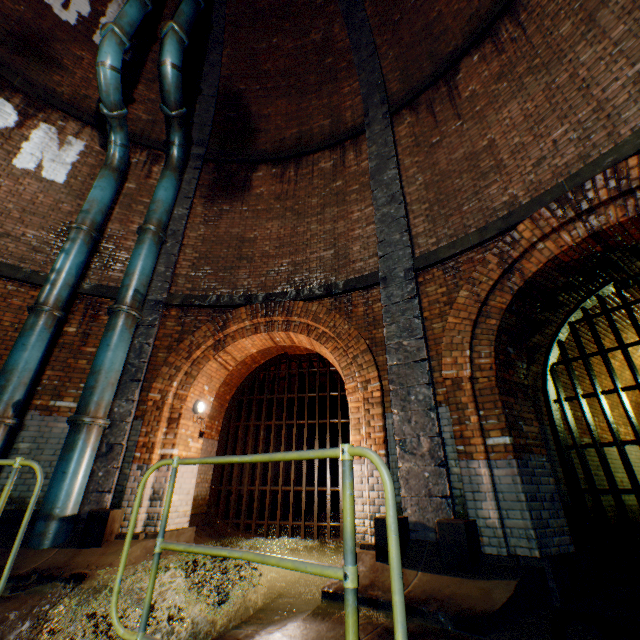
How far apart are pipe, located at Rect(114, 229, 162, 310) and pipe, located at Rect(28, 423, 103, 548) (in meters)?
2.23

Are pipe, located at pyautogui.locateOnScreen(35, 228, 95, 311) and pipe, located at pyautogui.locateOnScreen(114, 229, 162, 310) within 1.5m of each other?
yes

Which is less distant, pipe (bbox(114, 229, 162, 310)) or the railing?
the railing

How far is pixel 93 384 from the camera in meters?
5.6

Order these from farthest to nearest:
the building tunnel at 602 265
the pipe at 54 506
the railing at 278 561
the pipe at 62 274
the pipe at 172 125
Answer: the pipe at 172 125
the pipe at 62 274
the pipe at 54 506
the building tunnel at 602 265
the railing at 278 561

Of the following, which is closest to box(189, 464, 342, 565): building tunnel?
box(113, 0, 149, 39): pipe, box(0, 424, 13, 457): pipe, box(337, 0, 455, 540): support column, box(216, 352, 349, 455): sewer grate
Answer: box(216, 352, 349, 455): sewer grate

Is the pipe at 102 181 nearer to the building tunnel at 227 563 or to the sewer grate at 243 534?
the building tunnel at 227 563

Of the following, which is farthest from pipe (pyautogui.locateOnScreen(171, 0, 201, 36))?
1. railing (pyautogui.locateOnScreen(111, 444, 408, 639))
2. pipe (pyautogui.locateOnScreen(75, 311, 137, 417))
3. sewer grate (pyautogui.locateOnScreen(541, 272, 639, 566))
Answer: sewer grate (pyautogui.locateOnScreen(541, 272, 639, 566))
